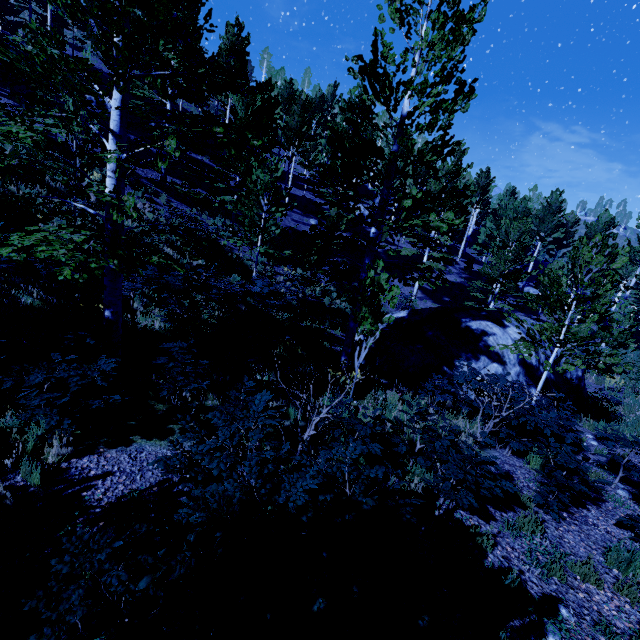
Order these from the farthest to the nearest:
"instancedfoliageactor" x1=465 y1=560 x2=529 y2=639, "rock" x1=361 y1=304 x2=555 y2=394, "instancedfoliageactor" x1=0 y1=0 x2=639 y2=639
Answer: "rock" x1=361 y1=304 x2=555 y2=394 → "instancedfoliageactor" x1=465 y1=560 x2=529 y2=639 → "instancedfoliageactor" x1=0 y1=0 x2=639 y2=639

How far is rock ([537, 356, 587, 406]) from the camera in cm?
1136

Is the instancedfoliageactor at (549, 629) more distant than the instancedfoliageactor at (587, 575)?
No

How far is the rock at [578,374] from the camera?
11.36m

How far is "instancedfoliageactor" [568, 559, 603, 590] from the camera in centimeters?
401cm

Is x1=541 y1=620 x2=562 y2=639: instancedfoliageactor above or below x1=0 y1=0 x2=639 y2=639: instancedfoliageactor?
below

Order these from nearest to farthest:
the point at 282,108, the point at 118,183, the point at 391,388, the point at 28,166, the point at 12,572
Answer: the point at 12,572, the point at 28,166, the point at 118,183, the point at 391,388, the point at 282,108
